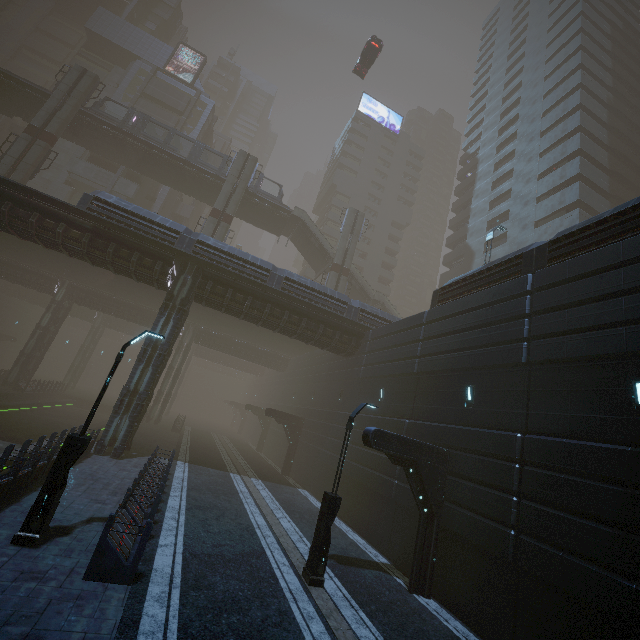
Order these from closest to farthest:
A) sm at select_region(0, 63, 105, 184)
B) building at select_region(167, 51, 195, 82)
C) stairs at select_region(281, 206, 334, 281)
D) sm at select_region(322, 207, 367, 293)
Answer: sm at select_region(0, 63, 105, 184)
sm at select_region(322, 207, 367, 293)
stairs at select_region(281, 206, 334, 281)
building at select_region(167, 51, 195, 82)

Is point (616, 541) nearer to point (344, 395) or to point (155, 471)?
point (155, 471)

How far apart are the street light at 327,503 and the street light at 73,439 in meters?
6.7 m

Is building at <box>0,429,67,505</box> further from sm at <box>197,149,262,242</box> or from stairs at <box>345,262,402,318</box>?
sm at <box>197,149,262,242</box>

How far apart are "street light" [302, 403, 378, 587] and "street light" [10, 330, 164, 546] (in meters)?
6.68

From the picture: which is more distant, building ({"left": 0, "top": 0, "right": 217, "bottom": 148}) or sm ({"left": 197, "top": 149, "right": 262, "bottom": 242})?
building ({"left": 0, "top": 0, "right": 217, "bottom": 148})

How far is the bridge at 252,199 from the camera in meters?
37.1 m

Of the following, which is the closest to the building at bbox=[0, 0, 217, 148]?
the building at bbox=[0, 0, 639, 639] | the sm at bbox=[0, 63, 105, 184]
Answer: the building at bbox=[0, 0, 639, 639]
